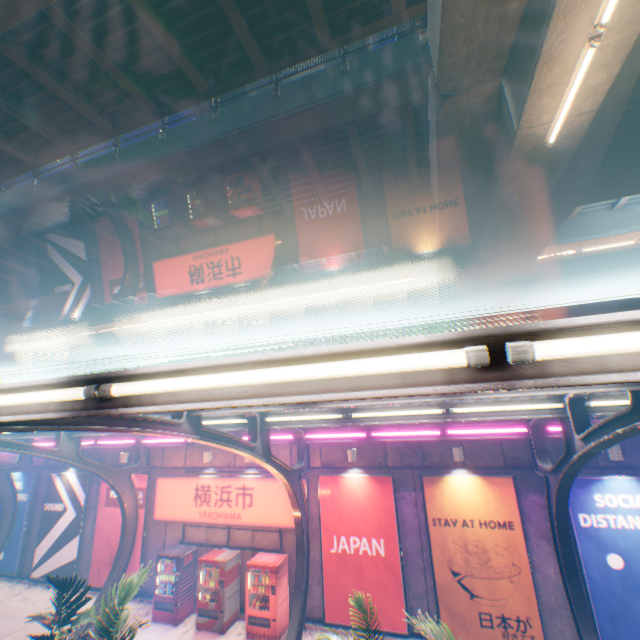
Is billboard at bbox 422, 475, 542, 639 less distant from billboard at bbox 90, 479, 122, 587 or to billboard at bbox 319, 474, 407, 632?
billboard at bbox 319, 474, 407, 632

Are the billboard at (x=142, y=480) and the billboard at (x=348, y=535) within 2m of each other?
no

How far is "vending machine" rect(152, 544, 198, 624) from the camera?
11.11m

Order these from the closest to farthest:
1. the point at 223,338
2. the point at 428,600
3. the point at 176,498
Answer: the point at 428,600 < the point at 176,498 < the point at 223,338

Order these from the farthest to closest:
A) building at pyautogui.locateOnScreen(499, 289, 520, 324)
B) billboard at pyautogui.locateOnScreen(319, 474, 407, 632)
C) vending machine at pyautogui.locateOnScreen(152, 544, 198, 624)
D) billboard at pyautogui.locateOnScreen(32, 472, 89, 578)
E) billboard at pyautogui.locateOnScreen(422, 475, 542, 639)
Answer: building at pyautogui.locateOnScreen(499, 289, 520, 324), billboard at pyautogui.locateOnScreen(32, 472, 89, 578), vending machine at pyautogui.locateOnScreen(152, 544, 198, 624), billboard at pyautogui.locateOnScreen(319, 474, 407, 632), billboard at pyautogui.locateOnScreen(422, 475, 542, 639)

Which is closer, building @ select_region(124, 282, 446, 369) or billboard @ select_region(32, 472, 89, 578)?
billboard @ select_region(32, 472, 89, 578)

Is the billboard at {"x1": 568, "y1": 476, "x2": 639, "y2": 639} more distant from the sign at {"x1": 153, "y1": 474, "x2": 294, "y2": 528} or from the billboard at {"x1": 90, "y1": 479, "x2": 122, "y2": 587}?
the billboard at {"x1": 90, "y1": 479, "x2": 122, "y2": 587}

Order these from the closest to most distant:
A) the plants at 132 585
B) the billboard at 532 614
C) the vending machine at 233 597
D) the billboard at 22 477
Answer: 1. the plants at 132 585
2. the billboard at 532 614
3. the vending machine at 233 597
4. the billboard at 22 477
